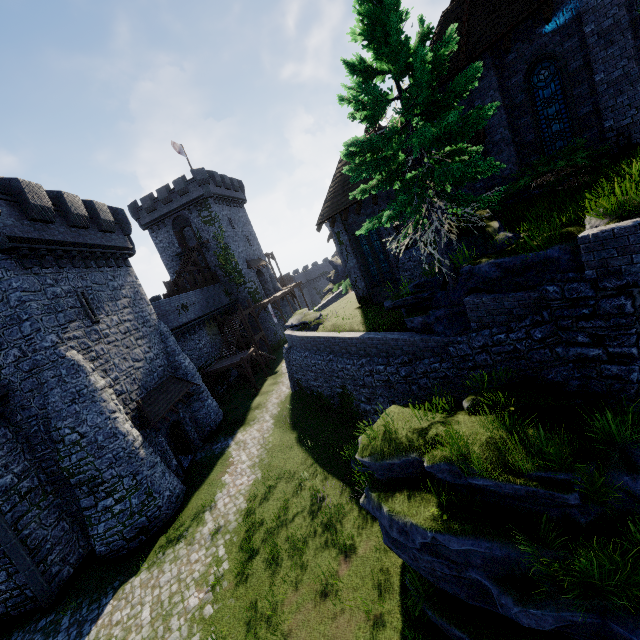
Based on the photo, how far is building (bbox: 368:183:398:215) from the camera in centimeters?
1551cm

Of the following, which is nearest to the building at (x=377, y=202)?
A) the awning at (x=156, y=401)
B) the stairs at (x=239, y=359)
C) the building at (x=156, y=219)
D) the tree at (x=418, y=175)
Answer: the tree at (x=418, y=175)

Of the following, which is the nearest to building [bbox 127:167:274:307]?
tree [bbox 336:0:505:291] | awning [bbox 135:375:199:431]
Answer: awning [bbox 135:375:199:431]

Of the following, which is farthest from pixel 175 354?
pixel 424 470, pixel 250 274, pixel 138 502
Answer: pixel 250 274

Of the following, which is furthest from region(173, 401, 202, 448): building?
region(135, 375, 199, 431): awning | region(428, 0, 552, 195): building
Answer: region(428, 0, 552, 195): building

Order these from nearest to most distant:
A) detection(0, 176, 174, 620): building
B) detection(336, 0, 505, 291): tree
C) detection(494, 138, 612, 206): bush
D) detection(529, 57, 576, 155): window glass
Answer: detection(336, 0, 505, 291): tree → detection(494, 138, 612, 206): bush → detection(529, 57, 576, 155): window glass → detection(0, 176, 174, 620): building

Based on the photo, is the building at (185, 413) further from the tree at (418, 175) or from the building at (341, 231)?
the tree at (418, 175)
